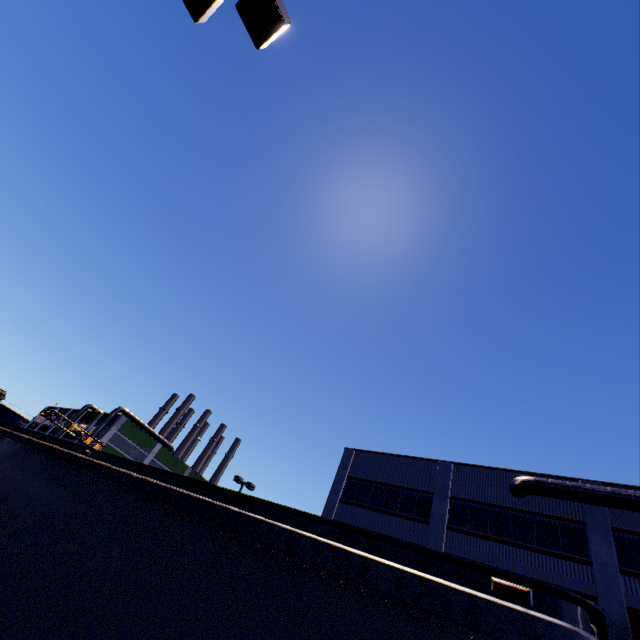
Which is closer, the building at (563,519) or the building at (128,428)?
the building at (563,519)

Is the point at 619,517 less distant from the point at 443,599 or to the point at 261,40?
the point at 443,599

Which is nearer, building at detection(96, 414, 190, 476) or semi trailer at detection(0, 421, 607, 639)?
semi trailer at detection(0, 421, 607, 639)

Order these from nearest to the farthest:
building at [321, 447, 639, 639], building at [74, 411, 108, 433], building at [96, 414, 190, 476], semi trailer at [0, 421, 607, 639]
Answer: semi trailer at [0, 421, 607, 639], building at [321, 447, 639, 639], building at [96, 414, 190, 476], building at [74, 411, 108, 433]

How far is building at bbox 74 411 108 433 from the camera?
54.6m

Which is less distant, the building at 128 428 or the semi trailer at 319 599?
the semi trailer at 319 599

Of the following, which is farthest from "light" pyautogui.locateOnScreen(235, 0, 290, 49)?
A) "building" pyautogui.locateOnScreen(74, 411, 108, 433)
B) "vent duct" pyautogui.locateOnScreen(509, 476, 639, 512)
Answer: "vent duct" pyautogui.locateOnScreen(509, 476, 639, 512)

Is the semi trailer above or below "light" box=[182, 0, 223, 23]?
below
